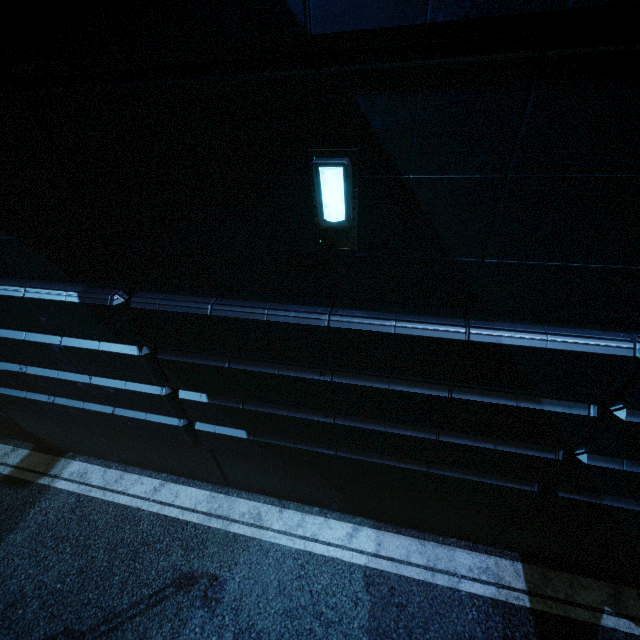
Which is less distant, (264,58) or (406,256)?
(264,58)
